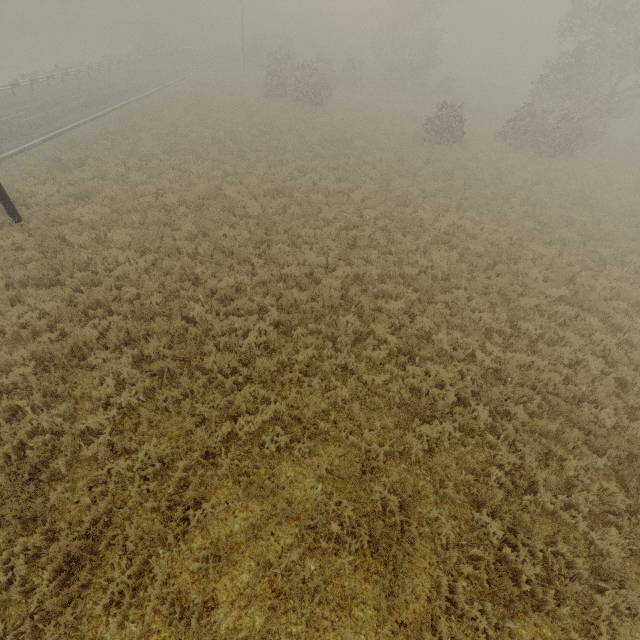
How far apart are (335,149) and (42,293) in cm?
1733
